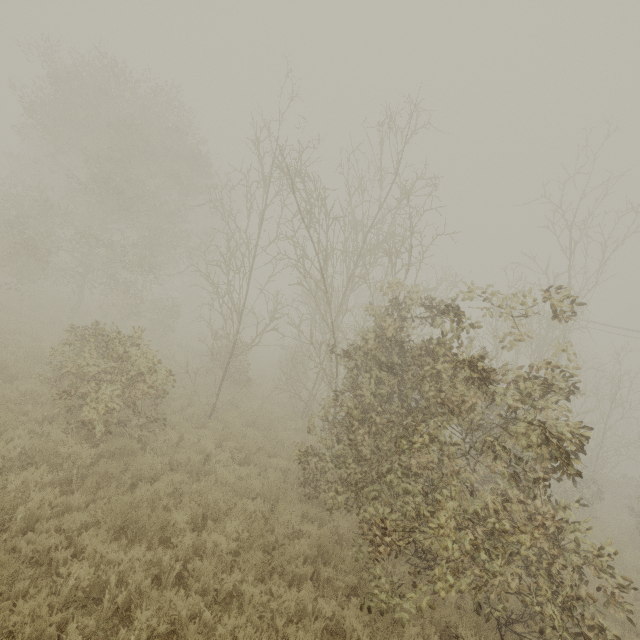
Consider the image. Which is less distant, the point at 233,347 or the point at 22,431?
the point at 22,431
